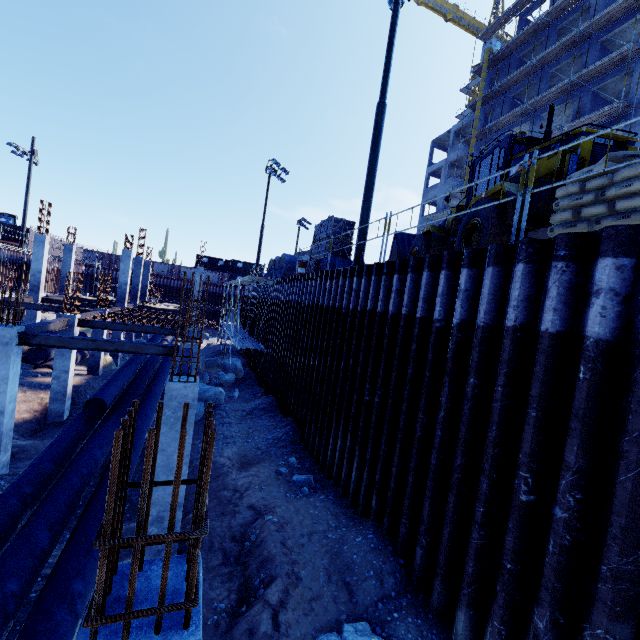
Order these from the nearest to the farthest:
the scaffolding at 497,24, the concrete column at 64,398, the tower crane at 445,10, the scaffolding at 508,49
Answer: the scaffolding at 508,49
the concrete column at 64,398
the scaffolding at 497,24
the tower crane at 445,10

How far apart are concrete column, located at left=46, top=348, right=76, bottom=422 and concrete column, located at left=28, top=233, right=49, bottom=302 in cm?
1034

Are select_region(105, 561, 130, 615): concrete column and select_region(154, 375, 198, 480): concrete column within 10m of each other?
yes

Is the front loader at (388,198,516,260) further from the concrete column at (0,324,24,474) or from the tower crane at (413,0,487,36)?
the tower crane at (413,0,487,36)

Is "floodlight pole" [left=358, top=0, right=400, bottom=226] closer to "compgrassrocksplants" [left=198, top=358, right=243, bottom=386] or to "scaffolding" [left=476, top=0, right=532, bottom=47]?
"compgrassrocksplants" [left=198, top=358, right=243, bottom=386]

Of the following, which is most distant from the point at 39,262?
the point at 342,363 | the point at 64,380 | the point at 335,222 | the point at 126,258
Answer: the point at 342,363

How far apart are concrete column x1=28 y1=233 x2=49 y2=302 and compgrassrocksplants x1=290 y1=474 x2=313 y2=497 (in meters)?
22.30

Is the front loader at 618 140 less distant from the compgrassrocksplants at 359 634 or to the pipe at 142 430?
the compgrassrocksplants at 359 634
